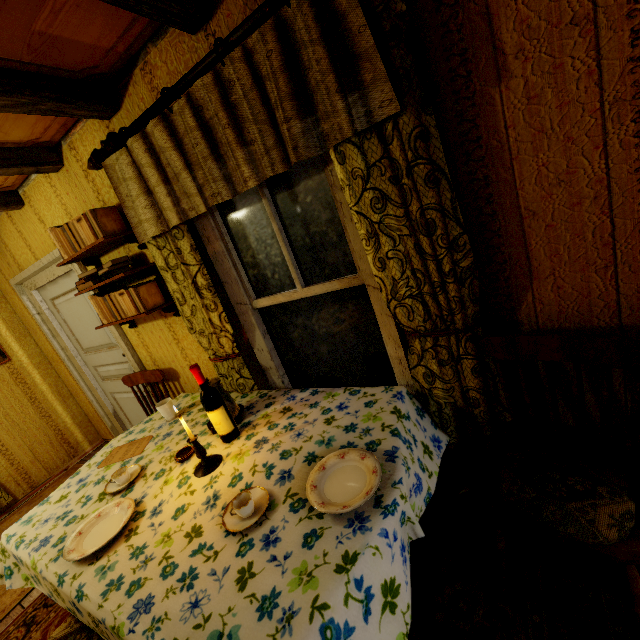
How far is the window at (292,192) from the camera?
1.6m

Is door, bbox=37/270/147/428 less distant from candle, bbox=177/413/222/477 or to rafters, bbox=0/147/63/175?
rafters, bbox=0/147/63/175

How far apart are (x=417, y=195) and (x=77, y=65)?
1.8 meters

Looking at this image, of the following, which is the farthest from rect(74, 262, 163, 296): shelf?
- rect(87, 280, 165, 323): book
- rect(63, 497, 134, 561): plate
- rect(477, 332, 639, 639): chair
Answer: rect(477, 332, 639, 639): chair

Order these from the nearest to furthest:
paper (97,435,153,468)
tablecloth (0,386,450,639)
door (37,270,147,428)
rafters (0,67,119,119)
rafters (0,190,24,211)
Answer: tablecloth (0,386,450,639)
rafters (0,67,119,119)
paper (97,435,153,468)
rafters (0,190,24,211)
door (37,270,147,428)

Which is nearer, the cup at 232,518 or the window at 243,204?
the cup at 232,518

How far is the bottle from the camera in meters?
1.7 m

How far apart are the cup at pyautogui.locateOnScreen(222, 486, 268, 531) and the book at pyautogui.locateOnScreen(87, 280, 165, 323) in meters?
1.6
